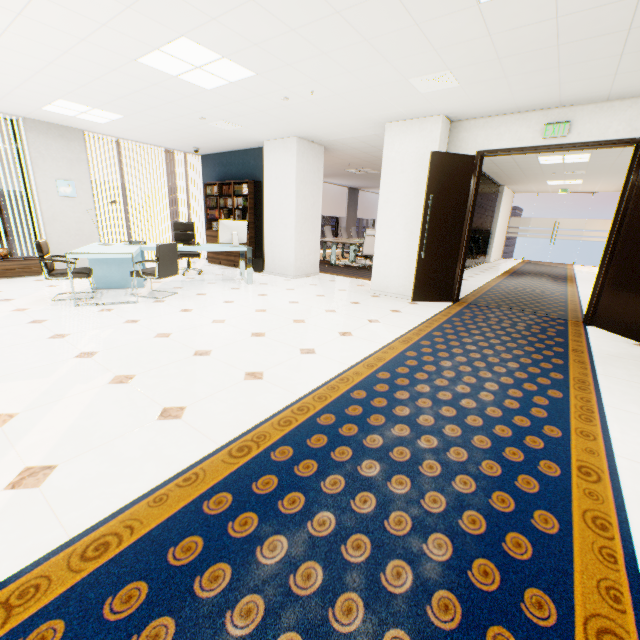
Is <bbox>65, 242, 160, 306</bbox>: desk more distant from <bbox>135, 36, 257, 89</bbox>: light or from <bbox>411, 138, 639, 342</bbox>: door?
<bbox>411, 138, 639, 342</bbox>: door

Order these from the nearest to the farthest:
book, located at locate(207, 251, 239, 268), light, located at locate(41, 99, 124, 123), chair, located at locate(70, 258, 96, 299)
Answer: chair, located at locate(70, 258, 96, 299) < light, located at locate(41, 99, 124, 123) < book, located at locate(207, 251, 239, 268)

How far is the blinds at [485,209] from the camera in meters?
10.5 m

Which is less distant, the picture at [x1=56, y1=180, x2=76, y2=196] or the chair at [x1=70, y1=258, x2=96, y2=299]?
the chair at [x1=70, y1=258, x2=96, y2=299]

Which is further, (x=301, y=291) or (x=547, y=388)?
(x=301, y=291)

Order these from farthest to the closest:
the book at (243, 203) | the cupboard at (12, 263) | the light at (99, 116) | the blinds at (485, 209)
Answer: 1. the blinds at (485, 209)
2. the book at (243, 203)
3. the cupboard at (12, 263)
4. the light at (99, 116)

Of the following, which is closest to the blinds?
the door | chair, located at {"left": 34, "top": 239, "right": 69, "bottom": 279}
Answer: the door

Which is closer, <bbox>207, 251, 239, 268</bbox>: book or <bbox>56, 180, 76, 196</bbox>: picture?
<bbox>56, 180, 76, 196</bbox>: picture
